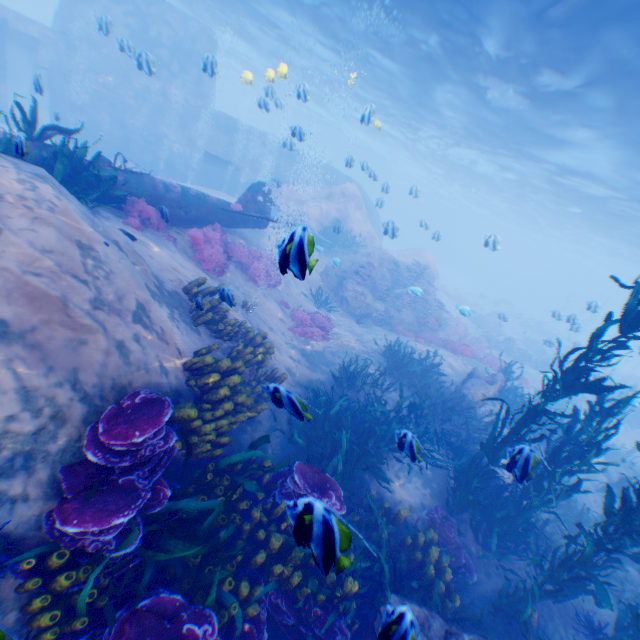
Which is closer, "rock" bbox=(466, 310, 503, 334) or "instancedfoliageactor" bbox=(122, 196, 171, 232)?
"instancedfoliageactor" bbox=(122, 196, 171, 232)

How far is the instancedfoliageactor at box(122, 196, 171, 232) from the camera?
8.0m

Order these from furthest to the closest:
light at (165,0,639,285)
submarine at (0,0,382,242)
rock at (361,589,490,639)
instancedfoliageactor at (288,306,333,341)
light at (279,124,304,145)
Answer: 1. submarine at (0,0,382,242)
2. instancedfoliageactor at (288,306,333,341)
3. light at (165,0,639,285)
4. light at (279,124,304,145)
5. rock at (361,589,490,639)

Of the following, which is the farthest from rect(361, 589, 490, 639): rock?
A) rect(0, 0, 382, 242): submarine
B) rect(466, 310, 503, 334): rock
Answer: rect(466, 310, 503, 334): rock

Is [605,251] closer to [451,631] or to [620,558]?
[620,558]

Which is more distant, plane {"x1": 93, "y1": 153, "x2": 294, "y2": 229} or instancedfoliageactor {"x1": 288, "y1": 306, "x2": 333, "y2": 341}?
instancedfoliageactor {"x1": 288, "y1": 306, "x2": 333, "y2": 341}

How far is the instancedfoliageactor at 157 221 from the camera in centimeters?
802cm

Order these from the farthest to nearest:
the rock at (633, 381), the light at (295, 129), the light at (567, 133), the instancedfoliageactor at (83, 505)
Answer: the rock at (633, 381) < the light at (567, 133) < the light at (295, 129) < the instancedfoliageactor at (83, 505)
